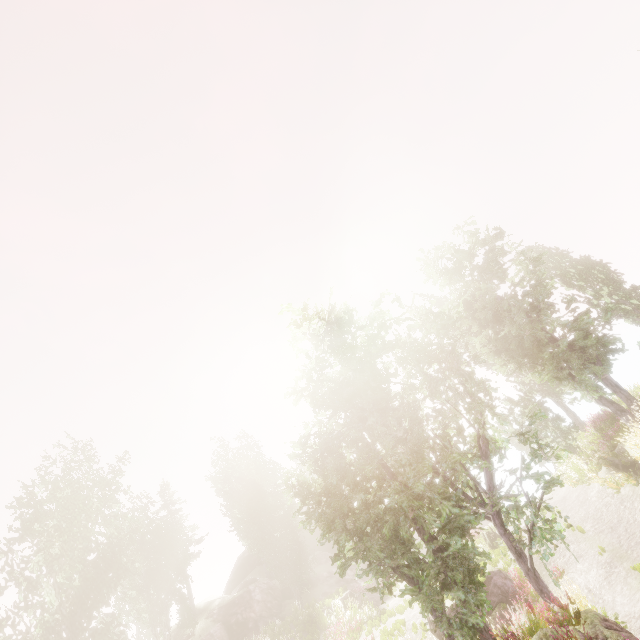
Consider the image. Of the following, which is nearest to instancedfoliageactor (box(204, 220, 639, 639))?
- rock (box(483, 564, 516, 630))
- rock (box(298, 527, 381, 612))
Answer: rock (box(298, 527, 381, 612))

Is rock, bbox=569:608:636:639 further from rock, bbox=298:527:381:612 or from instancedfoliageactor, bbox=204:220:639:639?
rock, bbox=298:527:381:612

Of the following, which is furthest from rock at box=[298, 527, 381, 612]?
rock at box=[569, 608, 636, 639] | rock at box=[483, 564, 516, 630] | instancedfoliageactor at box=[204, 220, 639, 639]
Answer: rock at box=[569, 608, 636, 639]

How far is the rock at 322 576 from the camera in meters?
23.2 m

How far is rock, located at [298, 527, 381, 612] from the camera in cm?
2316

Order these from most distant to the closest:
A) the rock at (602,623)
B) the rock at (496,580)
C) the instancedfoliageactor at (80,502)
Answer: the instancedfoliageactor at (80,502) < the rock at (496,580) < the rock at (602,623)

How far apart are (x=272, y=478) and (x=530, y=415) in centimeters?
3010cm
